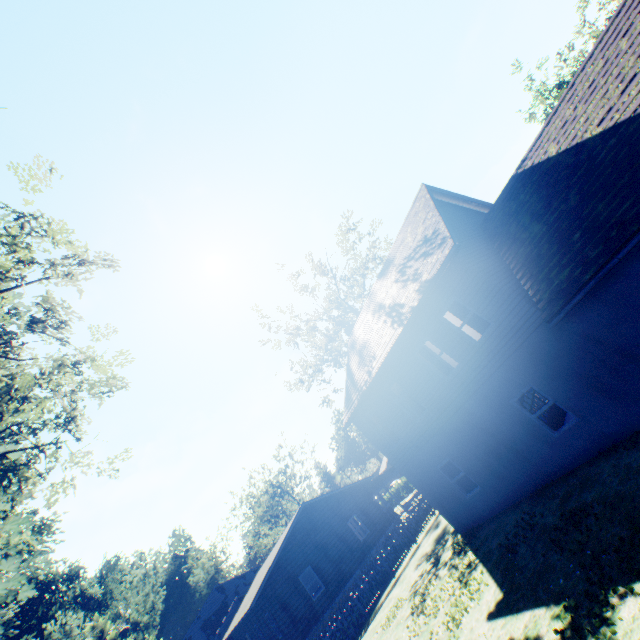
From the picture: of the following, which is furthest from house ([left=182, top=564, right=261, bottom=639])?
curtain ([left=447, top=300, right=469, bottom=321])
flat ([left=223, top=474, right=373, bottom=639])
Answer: curtain ([left=447, top=300, right=469, bottom=321])

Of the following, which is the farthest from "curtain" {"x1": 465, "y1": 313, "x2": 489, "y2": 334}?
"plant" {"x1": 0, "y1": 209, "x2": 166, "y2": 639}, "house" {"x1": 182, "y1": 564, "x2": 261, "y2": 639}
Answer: "house" {"x1": 182, "y1": 564, "x2": 261, "y2": 639}

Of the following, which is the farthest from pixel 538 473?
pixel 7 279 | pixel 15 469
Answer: pixel 7 279

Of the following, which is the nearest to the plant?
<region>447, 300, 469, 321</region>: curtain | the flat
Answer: the flat

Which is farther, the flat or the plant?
the flat

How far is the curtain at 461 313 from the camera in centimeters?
1143cm

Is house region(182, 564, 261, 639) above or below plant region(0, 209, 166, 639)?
below

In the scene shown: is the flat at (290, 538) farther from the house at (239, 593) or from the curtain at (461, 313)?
the curtain at (461, 313)
